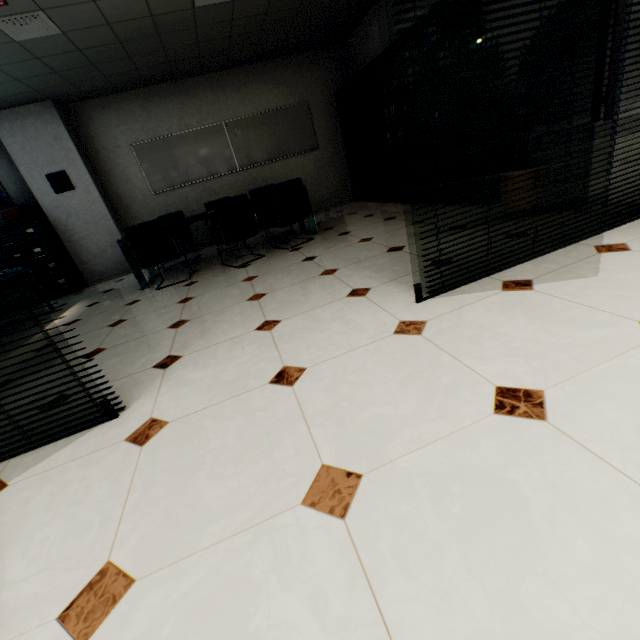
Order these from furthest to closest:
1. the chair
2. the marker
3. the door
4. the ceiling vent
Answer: the marker
the chair
the ceiling vent
the door

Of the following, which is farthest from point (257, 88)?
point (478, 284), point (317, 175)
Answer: point (478, 284)

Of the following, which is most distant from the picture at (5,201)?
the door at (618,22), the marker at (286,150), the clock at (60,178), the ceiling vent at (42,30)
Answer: the door at (618,22)

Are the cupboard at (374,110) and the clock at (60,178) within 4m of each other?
no

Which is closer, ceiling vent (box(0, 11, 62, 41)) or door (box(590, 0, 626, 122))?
door (box(590, 0, 626, 122))

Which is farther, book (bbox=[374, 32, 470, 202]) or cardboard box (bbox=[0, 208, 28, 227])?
cardboard box (bbox=[0, 208, 28, 227])

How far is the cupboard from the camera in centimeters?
545cm

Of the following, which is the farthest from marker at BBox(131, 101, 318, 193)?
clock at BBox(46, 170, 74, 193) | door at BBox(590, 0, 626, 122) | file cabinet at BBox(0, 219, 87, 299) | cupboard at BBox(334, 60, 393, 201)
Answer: door at BBox(590, 0, 626, 122)
